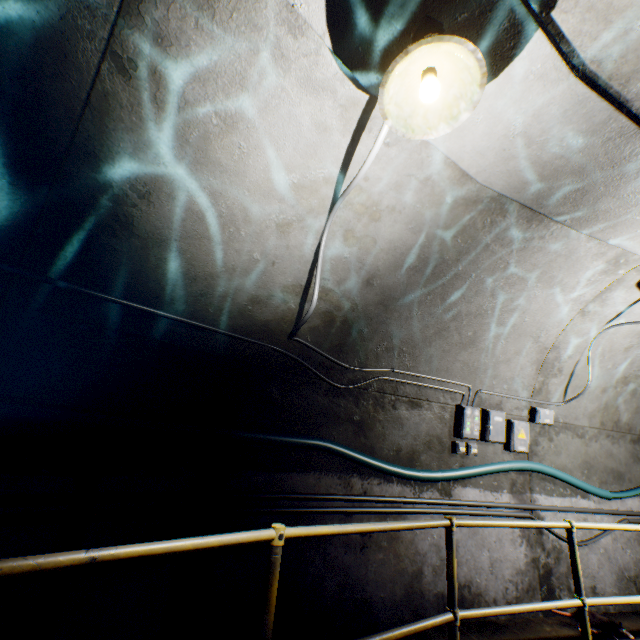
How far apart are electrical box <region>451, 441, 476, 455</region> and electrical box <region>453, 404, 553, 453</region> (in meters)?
0.11

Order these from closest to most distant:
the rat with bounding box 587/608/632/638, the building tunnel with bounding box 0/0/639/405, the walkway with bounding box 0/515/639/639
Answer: the walkway with bounding box 0/515/639/639 < the building tunnel with bounding box 0/0/639/405 < the rat with bounding box 587/608/632/638

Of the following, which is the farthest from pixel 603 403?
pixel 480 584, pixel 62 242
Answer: pixel 62 242

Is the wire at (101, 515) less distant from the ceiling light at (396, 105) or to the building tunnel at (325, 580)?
the building tunnel at (325, 580)

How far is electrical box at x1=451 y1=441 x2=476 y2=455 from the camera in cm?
389

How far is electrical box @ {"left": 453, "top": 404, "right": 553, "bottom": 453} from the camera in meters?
4.0 m

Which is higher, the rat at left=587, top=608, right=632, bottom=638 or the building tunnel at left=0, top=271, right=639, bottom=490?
the building tunnel at left=0, top=271, right=639, bottom=490

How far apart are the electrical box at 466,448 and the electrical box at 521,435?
0.11m
